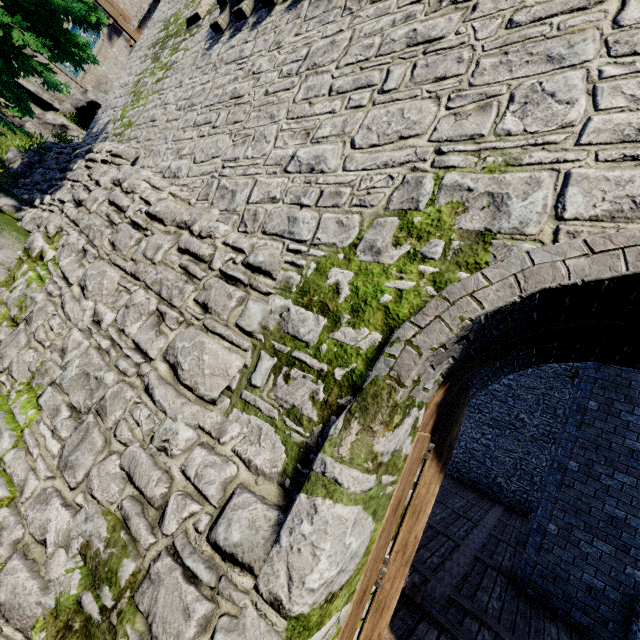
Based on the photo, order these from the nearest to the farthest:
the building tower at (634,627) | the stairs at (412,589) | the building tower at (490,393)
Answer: the building tower at (490,393) → the stairs at (412,589) → the building tower at (634,627)

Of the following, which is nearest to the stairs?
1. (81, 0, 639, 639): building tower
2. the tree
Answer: (81, 0, 639, 639): building tower

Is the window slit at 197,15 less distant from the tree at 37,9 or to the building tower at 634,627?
the building tower at 634,627

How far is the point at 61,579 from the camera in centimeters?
281cm

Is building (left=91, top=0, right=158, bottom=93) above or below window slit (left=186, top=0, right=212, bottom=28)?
above

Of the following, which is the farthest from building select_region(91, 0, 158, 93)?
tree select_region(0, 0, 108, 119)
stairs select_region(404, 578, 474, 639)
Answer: stairs select_region(404, 578, 474, 639)

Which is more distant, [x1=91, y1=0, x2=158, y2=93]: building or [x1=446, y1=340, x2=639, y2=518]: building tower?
[x1=91, y1=0, x2=158, y2=93]: building

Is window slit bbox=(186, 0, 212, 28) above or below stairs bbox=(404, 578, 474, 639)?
above
